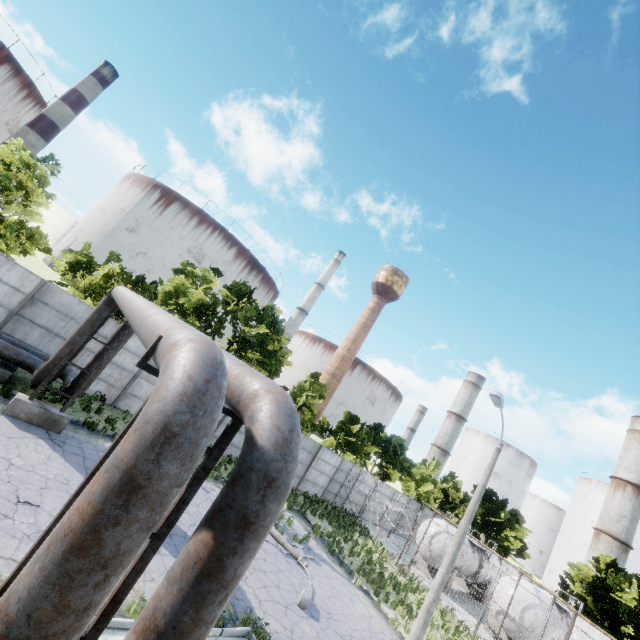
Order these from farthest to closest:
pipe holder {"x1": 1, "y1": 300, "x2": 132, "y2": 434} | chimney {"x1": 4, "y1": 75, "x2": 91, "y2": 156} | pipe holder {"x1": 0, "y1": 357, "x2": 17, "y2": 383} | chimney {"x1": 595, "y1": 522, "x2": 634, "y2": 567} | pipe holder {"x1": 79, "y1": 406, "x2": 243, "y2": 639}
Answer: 1. chimney {"x1": 595, "y1": 522, "x2": 634, "y2": 567}
2. chimney {"x1": 4, "y1": 75, "x2": 91, "y2": 156}
3. pipe holder {"x1": 0, "y1": 357, "x2": 17, "y2": 383}
4. pipe holder {"x1": 1, "y1": 300, "x2": 132, "y2": 434}
5. pipe holder {"x1": 79, "y1": 406, "x2": 243, "y2": 639}

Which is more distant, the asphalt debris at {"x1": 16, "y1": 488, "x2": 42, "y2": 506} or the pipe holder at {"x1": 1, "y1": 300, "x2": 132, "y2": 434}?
the pipe holder at {"x1": 1, "y1": 300, "x2": 132, "y2": 434}

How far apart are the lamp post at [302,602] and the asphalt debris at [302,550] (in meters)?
0.06

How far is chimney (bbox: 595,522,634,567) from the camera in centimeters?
5843cm

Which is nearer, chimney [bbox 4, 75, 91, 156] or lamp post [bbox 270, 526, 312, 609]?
lamp post [bbox 270, 526, 312, 609]

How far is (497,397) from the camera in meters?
13.4 m

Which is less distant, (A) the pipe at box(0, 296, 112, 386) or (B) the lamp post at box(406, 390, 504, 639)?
(A) the pipe at box(0, 296, 112, 386)

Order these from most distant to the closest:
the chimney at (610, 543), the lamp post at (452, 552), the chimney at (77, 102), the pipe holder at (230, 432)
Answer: the chimney at (610, 543), the chimney at (77, 102), the lamp post at (452, 552), the pipe holder at (230, 432)
